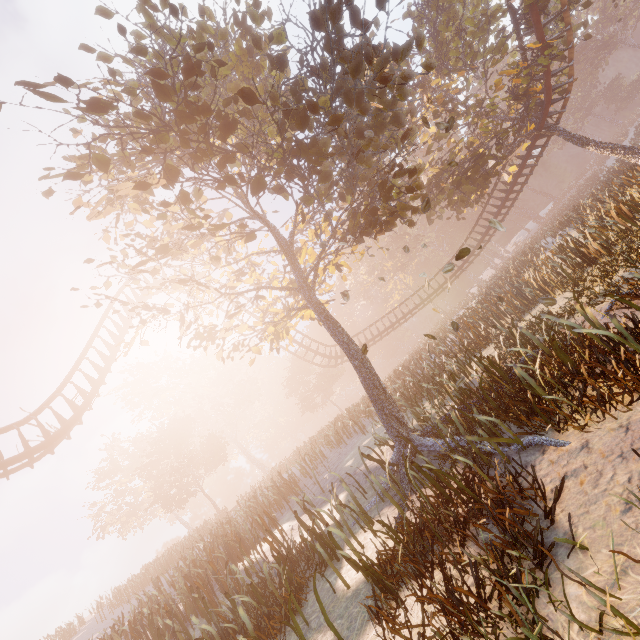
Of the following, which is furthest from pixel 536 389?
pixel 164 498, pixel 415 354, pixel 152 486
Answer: pixel 152 486

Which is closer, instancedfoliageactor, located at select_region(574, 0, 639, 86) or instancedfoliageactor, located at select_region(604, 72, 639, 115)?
instancedfoliageactor, located at select_region(574, 0, 639, 86)

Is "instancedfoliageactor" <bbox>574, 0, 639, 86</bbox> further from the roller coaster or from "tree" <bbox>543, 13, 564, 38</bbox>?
the roller coaster

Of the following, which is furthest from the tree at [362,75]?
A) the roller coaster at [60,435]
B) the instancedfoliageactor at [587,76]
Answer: the instancedfoliageactor at [587,76]

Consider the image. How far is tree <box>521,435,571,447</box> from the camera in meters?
4.1 m

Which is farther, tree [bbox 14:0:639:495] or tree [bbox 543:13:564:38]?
tree [bbox 543:13:564:38]

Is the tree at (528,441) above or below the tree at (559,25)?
below

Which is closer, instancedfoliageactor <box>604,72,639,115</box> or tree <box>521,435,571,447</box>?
tree <box>521,435,571,447</box>
